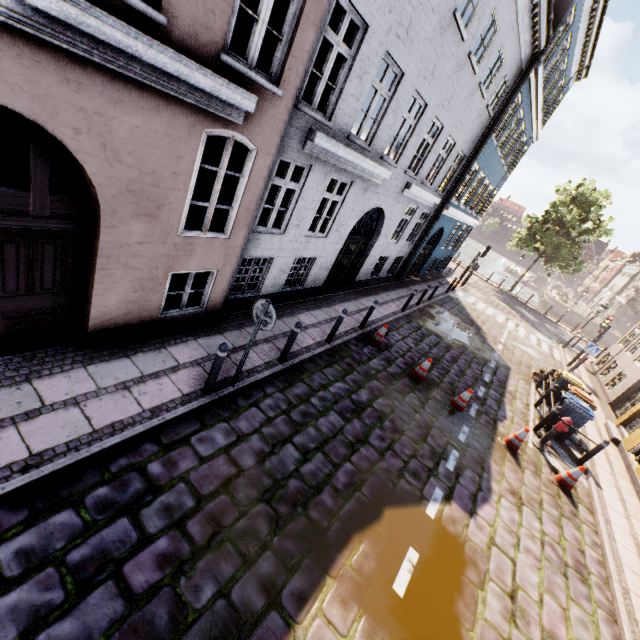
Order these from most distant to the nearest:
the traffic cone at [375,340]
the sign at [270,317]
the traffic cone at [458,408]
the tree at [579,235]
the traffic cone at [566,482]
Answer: the tree at [579,235]
the traffic cone at [375,340]
the traffic cone at [458,408]
the traffic cone at [566,482]
the sign at [270,317]

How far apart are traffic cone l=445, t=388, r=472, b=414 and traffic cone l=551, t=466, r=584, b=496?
2.54m

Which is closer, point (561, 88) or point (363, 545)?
point (363, 545)

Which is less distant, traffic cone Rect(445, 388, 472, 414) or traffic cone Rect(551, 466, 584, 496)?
traffic cone Rect(551, 466, 584, 496)

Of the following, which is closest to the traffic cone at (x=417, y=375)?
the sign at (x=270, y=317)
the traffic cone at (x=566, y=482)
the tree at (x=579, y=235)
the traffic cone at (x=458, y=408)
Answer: the traffic cone at (x=458, y=408)

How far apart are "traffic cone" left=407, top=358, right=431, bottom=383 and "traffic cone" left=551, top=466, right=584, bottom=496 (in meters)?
3.92

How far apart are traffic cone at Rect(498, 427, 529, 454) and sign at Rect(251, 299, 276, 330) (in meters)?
7.49

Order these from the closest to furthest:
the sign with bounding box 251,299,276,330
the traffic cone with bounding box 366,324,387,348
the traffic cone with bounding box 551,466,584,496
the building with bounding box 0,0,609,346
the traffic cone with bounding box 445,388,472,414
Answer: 1. the building with bounding box 0,0,609,346
2. the sign with bounding box 251,299,276,330
3. the traffic cone with bounding box 551,466,584,496
4. the traffic cone with bounding box 445,388,472,414
5. the traffic cone with bounding box 366,324,387,348
